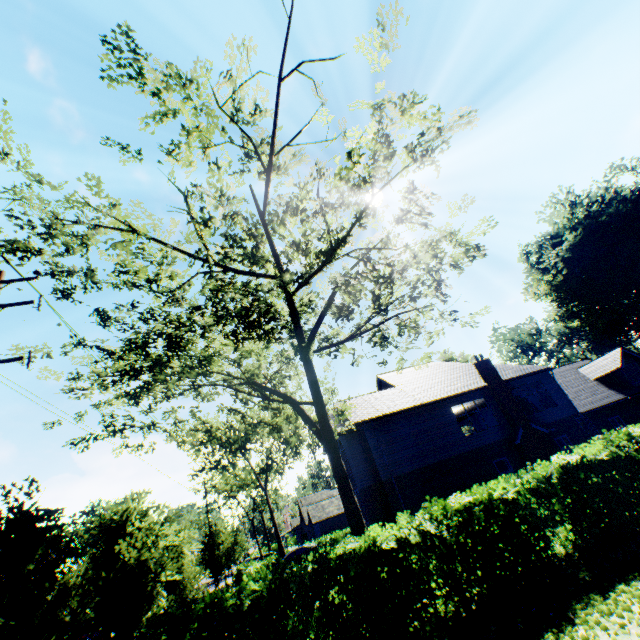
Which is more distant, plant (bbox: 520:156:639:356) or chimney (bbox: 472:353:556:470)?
plant (bbox: 520:156:639:356)

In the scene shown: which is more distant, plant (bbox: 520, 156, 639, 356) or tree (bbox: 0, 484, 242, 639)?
plant (bbox: 520, 156, 639, 356)

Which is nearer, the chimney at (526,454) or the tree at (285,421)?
the tree at (285,421)

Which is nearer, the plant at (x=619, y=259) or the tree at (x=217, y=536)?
the tree at (x=217, y=536)

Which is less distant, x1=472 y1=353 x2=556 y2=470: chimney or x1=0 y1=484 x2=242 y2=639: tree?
x1=0 y1=484 x2=242 y2=639: tree

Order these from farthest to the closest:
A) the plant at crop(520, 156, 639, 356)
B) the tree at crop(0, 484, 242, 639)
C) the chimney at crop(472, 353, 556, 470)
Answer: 1. the plant at crop(520, 156, 639, 356)
2. the chimney at crop(472, 353, 556, 470)
3. the tree at crop(0, 484, 242, 639)

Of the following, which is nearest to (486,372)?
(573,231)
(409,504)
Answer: (409,504)
